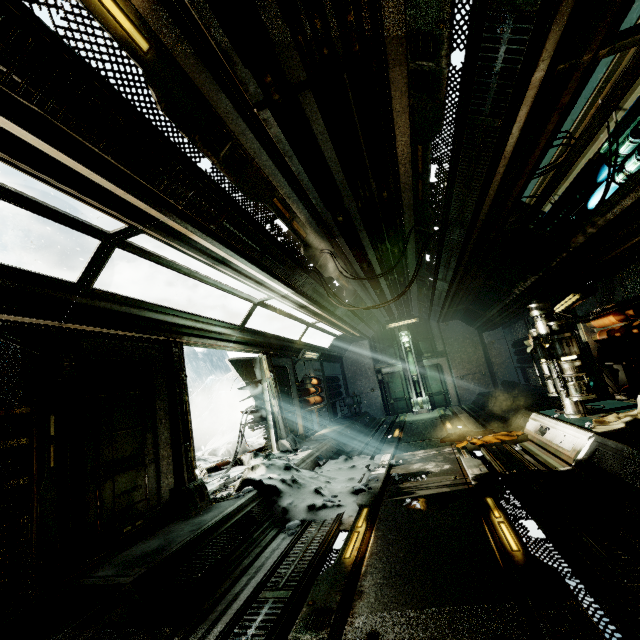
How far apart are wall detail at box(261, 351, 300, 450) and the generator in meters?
6.1 m

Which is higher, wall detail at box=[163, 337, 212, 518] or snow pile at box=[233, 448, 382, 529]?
wall detail at box=[163, 337, 212, 518]

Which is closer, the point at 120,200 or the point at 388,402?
the point at 120,200

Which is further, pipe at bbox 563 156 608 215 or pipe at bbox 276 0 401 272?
pipe at bbox 563 156 608 215

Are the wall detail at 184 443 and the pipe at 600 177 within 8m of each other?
yes

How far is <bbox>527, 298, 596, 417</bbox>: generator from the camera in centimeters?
603cm

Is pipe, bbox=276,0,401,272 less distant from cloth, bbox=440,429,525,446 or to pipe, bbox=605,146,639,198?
pipe, bbox=605,146,639,198

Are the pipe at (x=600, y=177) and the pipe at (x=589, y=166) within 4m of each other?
yes
